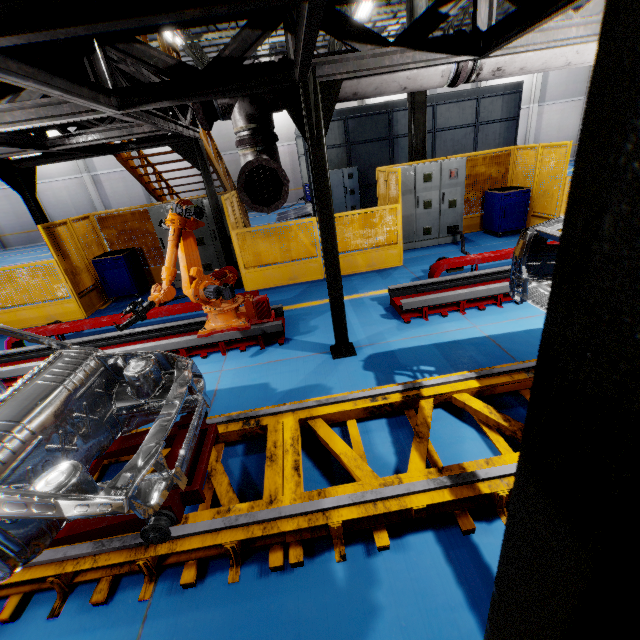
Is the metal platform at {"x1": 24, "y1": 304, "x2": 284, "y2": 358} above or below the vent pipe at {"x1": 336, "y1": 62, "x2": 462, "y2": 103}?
below

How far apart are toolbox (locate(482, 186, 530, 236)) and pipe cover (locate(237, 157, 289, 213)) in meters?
7.4 m

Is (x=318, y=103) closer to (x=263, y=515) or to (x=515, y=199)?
(x=263, y=515)

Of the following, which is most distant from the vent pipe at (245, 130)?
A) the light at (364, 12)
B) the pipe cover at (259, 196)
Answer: the light at (364, 12)

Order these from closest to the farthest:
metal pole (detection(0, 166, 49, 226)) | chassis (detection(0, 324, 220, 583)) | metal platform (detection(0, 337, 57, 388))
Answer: chassis (detection(0, 324, 220, 583)) < metal platform (detection(0, 337, 57, 388)) < metal pole (detection(0, 166, 49, 226))

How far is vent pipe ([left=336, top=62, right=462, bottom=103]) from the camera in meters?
3.6 m

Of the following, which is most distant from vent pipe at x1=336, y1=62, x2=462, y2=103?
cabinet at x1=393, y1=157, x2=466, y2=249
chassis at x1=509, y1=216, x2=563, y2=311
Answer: cabinet at x1=393, y1=157, x2=466, y2=249

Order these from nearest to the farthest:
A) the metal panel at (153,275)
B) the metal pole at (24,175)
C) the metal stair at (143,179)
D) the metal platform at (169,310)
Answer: the metal platform at (169,310), the metal pole at (24,175), the metal panel at (153,275), the metal stair at (143,179)
